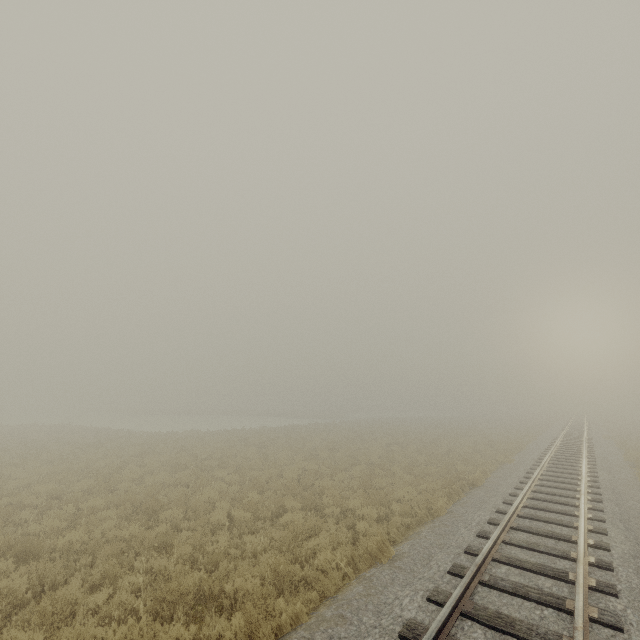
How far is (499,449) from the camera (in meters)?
21.58
